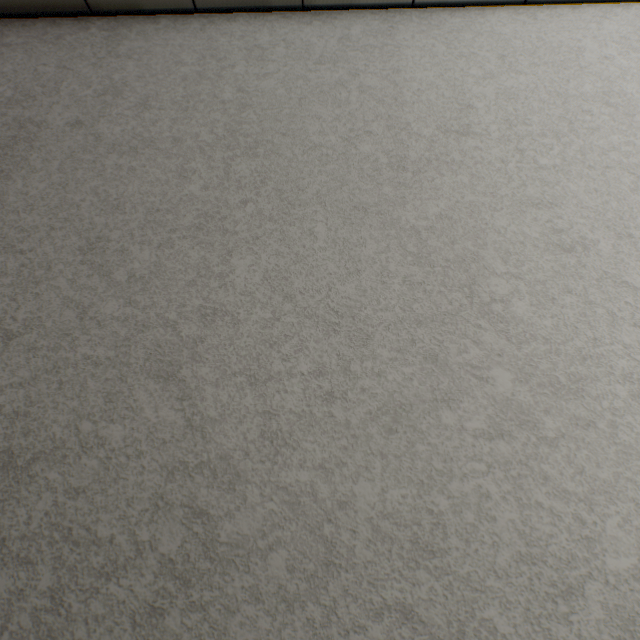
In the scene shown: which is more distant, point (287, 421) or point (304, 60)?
point (304, 60)
